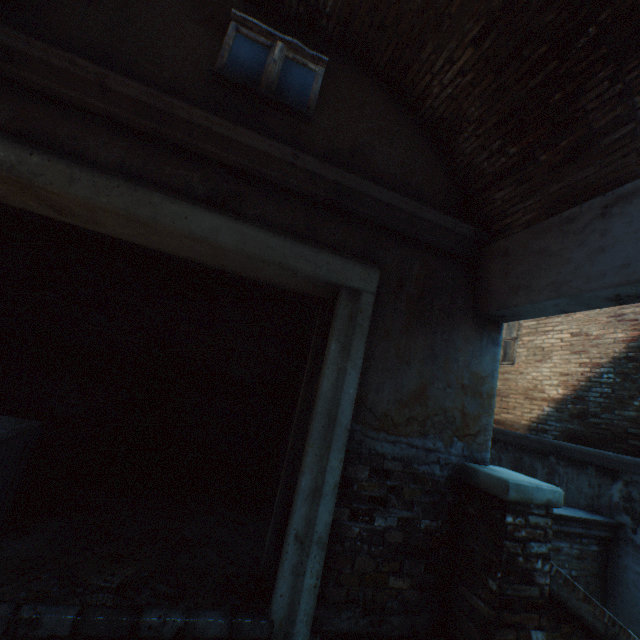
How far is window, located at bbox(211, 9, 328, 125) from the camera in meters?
3.1 m

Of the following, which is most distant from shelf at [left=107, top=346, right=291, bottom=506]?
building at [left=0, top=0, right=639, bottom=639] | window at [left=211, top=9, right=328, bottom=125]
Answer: building at [left=0, top=0, right=639, bottom=639]

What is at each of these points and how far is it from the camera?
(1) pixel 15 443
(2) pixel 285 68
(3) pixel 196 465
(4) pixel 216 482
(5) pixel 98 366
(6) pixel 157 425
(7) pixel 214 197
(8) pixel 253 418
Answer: (1) wooden crate, 2.6m
(2) window, 3.3m
(3) building, 4.8m
(4) shelf, 4.7m
(5) shelf, 4.4m
(6) building, 4.8m
(7) building, 2.9m
(8) building, 5.2m

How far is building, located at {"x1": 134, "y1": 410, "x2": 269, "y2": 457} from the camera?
4.72m

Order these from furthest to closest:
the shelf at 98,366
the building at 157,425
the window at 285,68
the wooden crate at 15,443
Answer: the building at 157,425 < the shelf at 98,366 < the window at 285,68 < the wooden crate at 15,443

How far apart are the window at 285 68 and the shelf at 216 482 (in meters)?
3.31

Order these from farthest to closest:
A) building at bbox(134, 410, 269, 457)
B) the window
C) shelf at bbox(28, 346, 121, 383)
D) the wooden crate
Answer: building at bbox(134, 410, 269, 457) → shelf at bbox(28, 346, 121, 383) → the window → the wooden crate

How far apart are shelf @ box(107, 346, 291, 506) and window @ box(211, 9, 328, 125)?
3.3 meters
